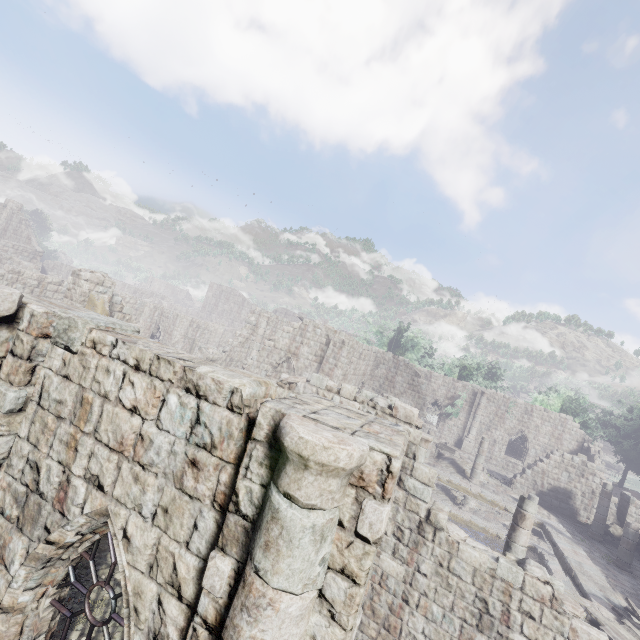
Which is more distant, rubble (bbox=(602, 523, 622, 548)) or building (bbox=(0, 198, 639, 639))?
rubble (bbox=(602, 523, 622, 548))

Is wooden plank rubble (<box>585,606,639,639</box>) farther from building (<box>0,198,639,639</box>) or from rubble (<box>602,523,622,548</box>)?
rubble (<box>602,523,622,548</box>)

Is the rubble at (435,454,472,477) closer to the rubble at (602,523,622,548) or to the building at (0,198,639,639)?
the building at (0,198,639,639)

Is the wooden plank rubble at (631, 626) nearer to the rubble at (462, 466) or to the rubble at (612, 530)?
the rubble at (612, 530)

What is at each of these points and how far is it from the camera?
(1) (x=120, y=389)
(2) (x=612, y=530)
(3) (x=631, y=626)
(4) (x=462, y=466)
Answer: (1) building, 3.80m
(2) rubble, 20.61m
(3) wooden plank rubble, 10.40m
(4) rubble, 24.12m

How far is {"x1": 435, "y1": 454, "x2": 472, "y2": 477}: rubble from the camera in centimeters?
2358cm

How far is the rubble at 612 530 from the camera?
19.3 meters

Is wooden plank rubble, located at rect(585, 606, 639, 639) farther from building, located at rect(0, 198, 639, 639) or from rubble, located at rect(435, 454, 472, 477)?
rubble, located at rect(435, 454, 472, 477)
